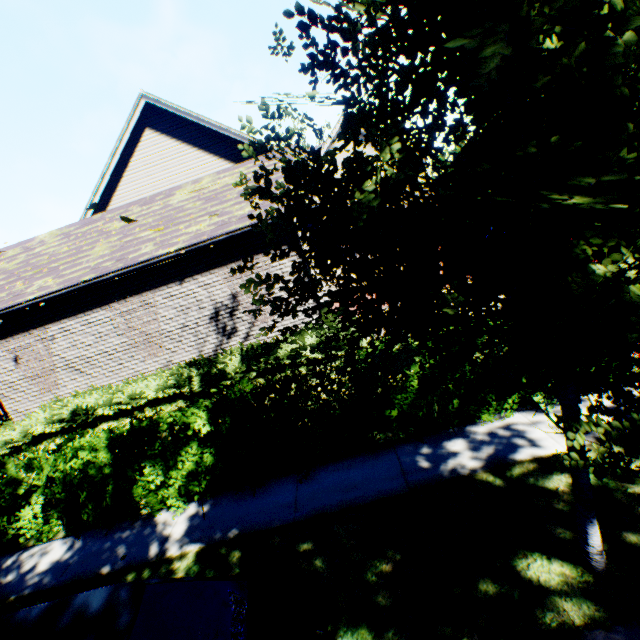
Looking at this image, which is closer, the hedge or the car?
the car

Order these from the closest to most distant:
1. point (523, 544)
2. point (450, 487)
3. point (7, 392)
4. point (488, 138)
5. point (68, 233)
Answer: point (488, 138), point (523, 544), point (450, 487), point (7, 392), point (68, 233)

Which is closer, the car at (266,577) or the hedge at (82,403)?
the car at (266,577)

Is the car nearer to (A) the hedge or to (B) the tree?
(B) the tree

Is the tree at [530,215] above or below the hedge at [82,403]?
above

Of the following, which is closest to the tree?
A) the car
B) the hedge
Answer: the car
